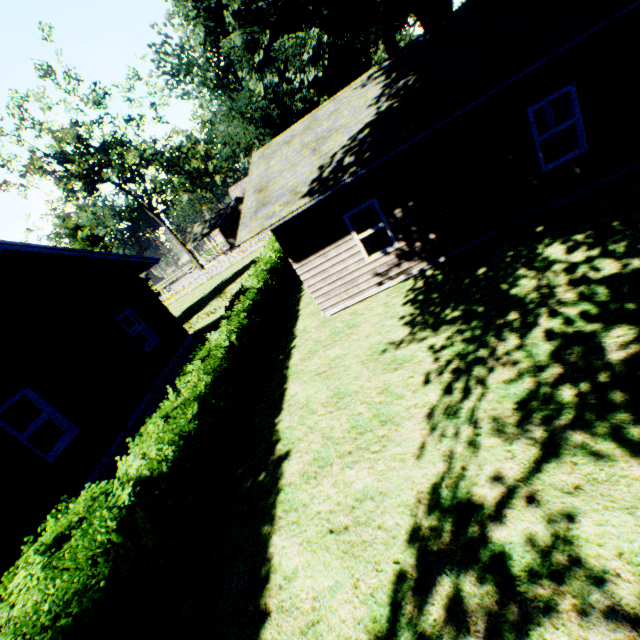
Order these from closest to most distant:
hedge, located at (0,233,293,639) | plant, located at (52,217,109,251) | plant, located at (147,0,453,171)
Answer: hedge, located at (0,233,293,639), plant, located at (147,0,453,171), plant, located at (52,217,109,251)

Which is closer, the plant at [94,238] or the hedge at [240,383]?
the hedge at [240,383]

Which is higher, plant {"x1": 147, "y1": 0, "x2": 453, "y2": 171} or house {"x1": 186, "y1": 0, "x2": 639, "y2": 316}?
plant {"x1": 147, "y1": 0, "x2": 453, "y2": 171}

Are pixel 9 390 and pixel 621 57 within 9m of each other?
no

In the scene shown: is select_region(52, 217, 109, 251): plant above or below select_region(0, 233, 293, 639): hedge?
above

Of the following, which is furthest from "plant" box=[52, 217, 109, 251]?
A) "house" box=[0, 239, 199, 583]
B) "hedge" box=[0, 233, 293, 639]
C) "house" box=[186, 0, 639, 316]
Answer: "hedge" box=[0, 233, 293, 639]

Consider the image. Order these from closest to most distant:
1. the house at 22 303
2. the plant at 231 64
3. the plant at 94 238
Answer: the house at 22 303 → the plant at 231 64 → the plant at 94 238

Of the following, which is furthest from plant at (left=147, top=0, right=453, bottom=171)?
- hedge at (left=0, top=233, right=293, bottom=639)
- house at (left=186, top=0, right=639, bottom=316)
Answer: hedge at (left=0, top=233, right=293, bottom=639)
